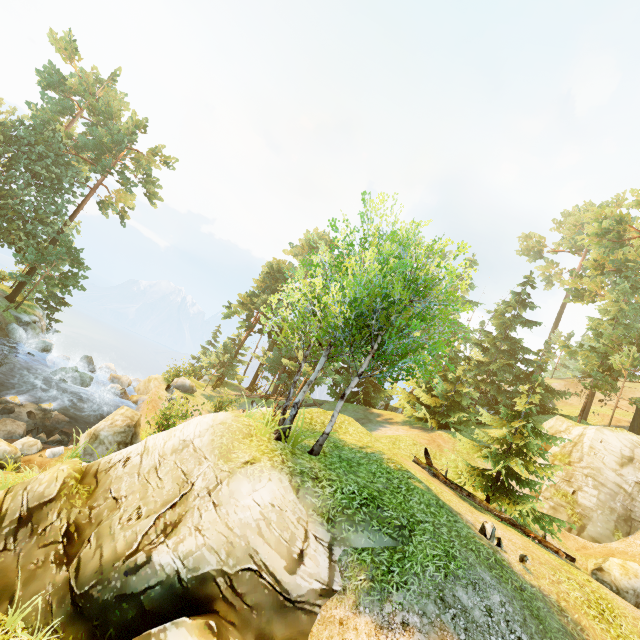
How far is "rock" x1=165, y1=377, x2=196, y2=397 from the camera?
24.1 meters

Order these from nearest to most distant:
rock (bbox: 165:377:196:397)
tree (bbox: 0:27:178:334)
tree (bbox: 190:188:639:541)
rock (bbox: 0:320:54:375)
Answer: tree (bbox: 190:188:639:541) < rock (bbox: 0:320:54:375) < rock (bbox: 165:377:196:397) < tree (bbox: 0:27:178:334)

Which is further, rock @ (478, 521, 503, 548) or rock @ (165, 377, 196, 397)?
rock @ (165, 377, 196, 397)

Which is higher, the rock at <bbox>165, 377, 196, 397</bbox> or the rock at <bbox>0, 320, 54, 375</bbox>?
the rock at <bbox>165, 377, 196, 397</bbox>

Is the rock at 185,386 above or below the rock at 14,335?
above

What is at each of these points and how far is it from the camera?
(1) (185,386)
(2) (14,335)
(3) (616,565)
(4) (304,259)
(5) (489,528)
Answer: (1) rock, 27.0 meters
(2) rock, 25.4 meters
(3) rock, 13.7 meters
(4) tree, 13.8 meters
(5) rock, 9.2 meters

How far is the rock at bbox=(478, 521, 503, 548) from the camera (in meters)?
9.02

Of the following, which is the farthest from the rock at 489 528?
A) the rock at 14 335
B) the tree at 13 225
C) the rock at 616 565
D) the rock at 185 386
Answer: the rock at 14 335
